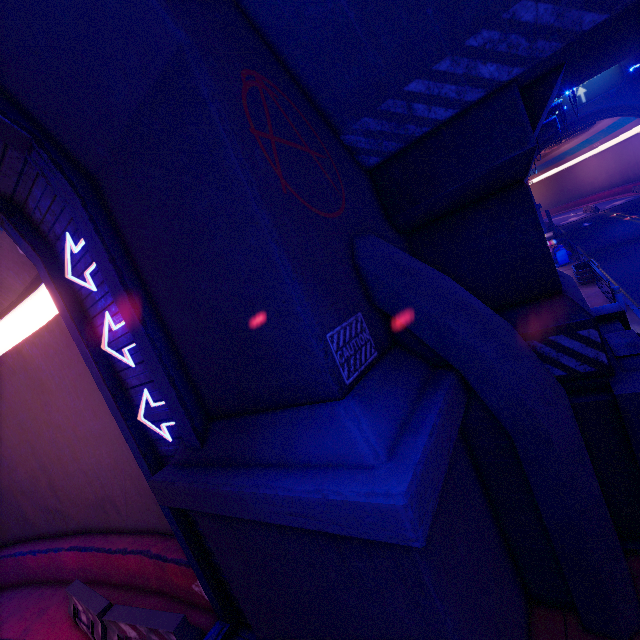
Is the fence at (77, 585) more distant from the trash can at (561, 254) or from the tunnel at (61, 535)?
the trash can at (561, 254)

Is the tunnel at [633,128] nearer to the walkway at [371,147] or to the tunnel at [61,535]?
the walkway at [371,147]

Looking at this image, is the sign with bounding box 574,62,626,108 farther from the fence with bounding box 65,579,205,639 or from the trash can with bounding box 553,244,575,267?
the fence with bounding box 65,579,205,639

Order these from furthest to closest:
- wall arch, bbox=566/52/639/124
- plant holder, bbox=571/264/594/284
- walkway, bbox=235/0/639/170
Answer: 1. wall arch, bbox=566/52/639/124
2. plant holder, bbox=571/264/594/284
3. walkway, bbox=235/0/639/170

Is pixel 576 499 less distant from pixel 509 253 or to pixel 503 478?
pixel 503 478

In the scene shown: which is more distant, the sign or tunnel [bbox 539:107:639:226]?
tunnel [bbox 539:107:639:226]

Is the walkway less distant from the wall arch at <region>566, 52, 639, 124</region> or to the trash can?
the wall arch at <region>566, 52, 639, 124</region>

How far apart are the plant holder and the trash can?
4.5m
